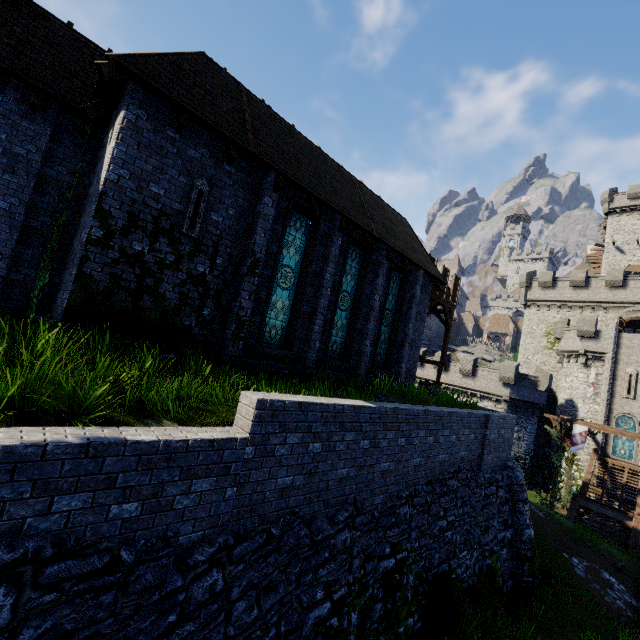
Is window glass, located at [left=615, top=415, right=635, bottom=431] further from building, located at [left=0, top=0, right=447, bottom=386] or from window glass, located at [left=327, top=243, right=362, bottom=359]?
window glass, located at [left=327, top=243, right=362, bottom=359]

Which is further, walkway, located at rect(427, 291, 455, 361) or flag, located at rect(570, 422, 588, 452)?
flag, located at rect(570, 422, 588, 452)

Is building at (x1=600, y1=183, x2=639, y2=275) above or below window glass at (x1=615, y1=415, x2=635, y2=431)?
above

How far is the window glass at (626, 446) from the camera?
28.11m

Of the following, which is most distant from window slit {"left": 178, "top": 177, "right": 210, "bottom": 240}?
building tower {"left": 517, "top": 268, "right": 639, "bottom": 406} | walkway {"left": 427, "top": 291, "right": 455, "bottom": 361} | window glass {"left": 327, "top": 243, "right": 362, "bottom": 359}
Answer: building tower {"left": 517, "top": 268, "right": 639, "bottom": 406}

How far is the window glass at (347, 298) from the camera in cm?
1266

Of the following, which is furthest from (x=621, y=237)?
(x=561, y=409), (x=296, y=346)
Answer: (x=296, y=346)

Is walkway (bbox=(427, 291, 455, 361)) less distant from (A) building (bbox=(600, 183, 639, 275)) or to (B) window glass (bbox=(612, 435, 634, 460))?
(B) window glass (bbox=(612, 435, 634, 460))
